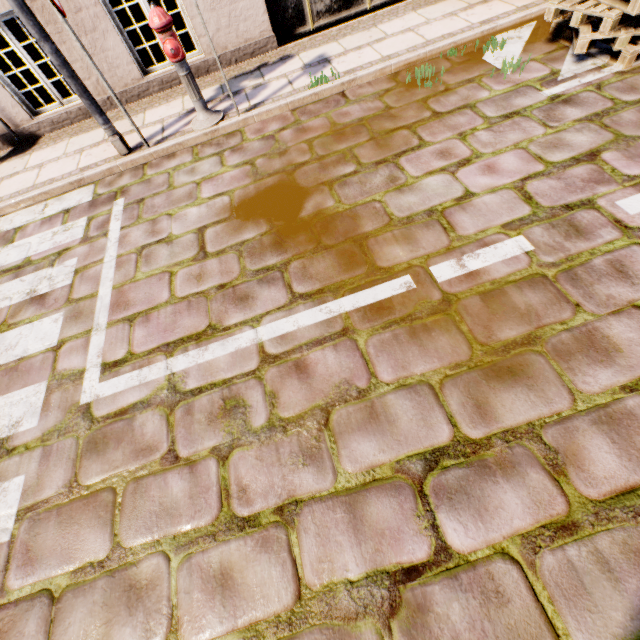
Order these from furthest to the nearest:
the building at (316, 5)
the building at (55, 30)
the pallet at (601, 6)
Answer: the building at (316, 5)
the building at (55, 30)
the pallet at (601, 6)

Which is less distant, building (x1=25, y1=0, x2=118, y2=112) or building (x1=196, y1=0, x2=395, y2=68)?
building (x1=25, y1=0, x2=118, y2=112)

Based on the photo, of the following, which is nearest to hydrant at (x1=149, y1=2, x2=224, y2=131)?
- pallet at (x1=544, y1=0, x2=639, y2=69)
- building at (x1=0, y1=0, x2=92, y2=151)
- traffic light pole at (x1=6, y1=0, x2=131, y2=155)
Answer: traffic light pole at (x1=6, y1=0, x2=131, y2=155)

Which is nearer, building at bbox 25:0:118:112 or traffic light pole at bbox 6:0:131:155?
traffic light pole at bbox 6:0:131:155

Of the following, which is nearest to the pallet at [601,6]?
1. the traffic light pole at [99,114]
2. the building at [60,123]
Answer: the building at [60,123]

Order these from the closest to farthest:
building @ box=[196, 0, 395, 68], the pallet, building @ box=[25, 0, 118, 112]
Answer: the pallet < building @ box=[25, 0, 118, 112] < building @ box=[196, 0, 395, 68]

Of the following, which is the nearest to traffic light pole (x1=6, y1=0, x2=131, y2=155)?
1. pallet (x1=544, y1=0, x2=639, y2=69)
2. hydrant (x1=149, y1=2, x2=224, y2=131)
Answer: hydrant (x1=149, y1=2, x2=224, y2=131)

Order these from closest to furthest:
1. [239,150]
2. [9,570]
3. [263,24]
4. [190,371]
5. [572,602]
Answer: [572,602], [9,570], [190,371], [239,150], [263,24]
